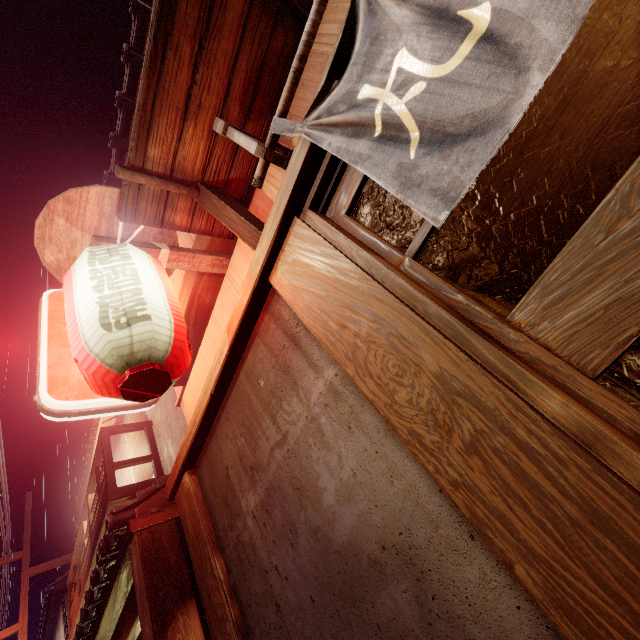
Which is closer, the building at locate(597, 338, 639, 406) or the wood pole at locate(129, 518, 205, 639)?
the building at locate(597, 338, 639, 406)

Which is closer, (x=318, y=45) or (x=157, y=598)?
(x=318, y=45)

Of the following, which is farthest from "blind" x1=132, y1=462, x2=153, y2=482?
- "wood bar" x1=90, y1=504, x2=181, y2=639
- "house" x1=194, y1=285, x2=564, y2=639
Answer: "house" x1=194, y1=285, x2=564, y2=639

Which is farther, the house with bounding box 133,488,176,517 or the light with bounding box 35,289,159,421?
the house with bounding box 133,488,176,517

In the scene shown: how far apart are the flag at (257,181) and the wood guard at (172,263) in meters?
2.0

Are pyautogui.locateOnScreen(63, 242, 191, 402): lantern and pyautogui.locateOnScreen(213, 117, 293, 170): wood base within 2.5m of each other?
yes

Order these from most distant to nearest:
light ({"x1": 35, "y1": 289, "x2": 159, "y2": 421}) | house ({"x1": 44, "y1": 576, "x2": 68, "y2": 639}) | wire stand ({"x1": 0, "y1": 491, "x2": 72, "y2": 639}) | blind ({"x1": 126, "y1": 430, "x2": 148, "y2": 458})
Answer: house ({"x1": 44, "y1": 576, "x2": 68, "y2": 639}) → wire stand ({"x1": 0, "y1": 491, "x2": 72, "y2": 639}) → blind ({"x1": 126, "y1": 430, "x2": 148, "y2": 458}) → light ({"x1": 35, "y1": 289, "x2": 159, "y2": 421})

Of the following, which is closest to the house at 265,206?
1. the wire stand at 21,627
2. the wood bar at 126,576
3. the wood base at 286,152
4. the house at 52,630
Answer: the wood base at 286,152
